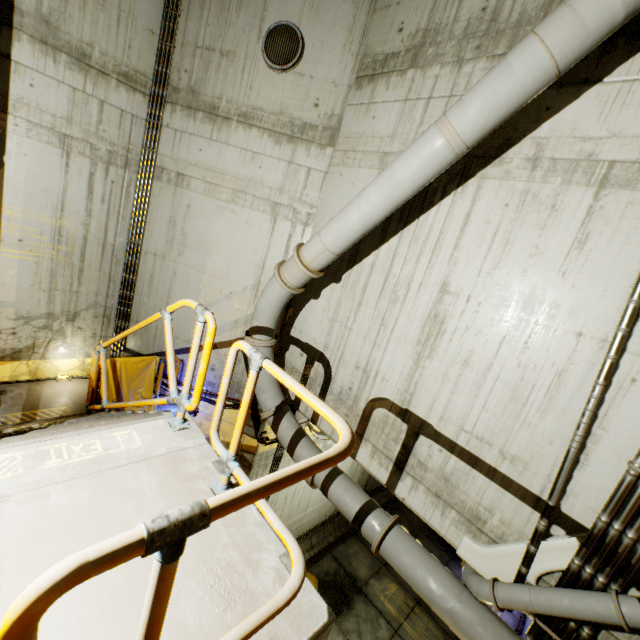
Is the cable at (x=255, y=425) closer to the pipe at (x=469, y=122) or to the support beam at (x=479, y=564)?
the pipe at (x=469, y=122)

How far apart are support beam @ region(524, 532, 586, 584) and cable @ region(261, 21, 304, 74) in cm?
833

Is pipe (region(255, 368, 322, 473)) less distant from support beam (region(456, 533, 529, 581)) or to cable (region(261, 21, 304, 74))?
support beam (region(456, 533, 529, 581))

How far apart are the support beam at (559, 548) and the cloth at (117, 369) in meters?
6.3

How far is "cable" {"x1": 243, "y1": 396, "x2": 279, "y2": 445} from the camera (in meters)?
7.25

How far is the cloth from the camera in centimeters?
638cm

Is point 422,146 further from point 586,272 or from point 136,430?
point 136,430

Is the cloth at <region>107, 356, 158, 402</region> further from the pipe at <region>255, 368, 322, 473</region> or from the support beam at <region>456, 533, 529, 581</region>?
the support beam at <region>456, 533, 529, 581</region>
